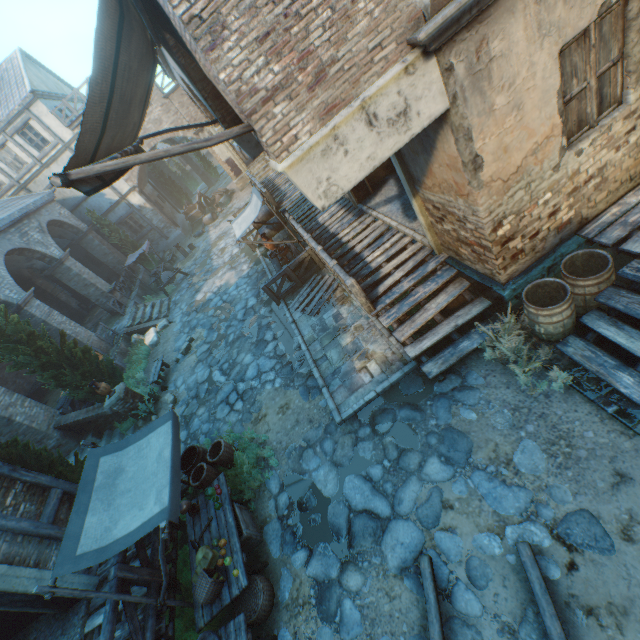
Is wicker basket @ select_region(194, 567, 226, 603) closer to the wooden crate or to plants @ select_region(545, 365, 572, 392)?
the wooden crate

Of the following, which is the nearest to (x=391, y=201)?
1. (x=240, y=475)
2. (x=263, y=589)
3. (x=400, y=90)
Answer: (x=400, y=90)

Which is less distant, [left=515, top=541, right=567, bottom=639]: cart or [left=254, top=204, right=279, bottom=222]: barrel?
[left=515, top=541, right=567, bottom=639]: cart

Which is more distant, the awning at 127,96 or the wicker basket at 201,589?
the wicker basket at 201,589

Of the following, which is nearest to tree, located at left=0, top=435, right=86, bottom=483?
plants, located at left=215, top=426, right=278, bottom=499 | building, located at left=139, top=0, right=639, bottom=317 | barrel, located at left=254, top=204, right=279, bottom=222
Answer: building, located at left=139, top=0, right=639, bottom=317

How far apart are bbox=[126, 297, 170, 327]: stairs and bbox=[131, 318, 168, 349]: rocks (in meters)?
0.47

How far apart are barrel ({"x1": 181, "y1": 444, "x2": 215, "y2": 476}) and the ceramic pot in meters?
5.0

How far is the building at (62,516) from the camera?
6.85m
